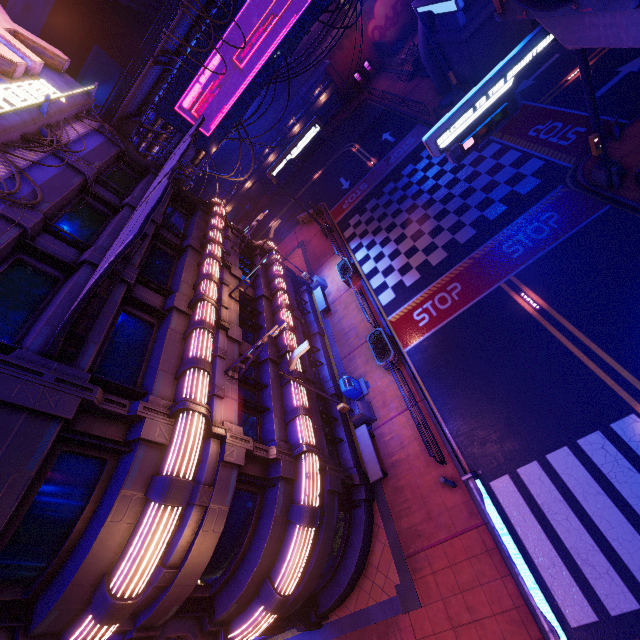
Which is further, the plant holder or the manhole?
the manhole

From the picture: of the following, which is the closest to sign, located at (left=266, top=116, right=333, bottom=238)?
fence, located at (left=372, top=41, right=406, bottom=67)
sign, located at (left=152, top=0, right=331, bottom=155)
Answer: sign, located at (left=152, top=0, right=331, bottom=155)

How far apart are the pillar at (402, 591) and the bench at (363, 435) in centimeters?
327cm

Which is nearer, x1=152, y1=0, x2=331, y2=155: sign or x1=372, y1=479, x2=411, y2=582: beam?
x1=372, y1=479, x2=411, y2=582: beam

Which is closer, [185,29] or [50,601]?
[50,601]

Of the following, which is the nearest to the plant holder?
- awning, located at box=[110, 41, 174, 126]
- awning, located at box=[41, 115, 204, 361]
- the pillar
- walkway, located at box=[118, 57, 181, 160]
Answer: the pillar

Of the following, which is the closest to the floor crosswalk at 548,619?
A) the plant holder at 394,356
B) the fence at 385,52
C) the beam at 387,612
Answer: the beam at 387,612

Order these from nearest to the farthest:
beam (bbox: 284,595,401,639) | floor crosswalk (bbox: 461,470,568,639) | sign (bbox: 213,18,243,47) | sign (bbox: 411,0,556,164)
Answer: floor crosswalk (bbox: 461,470,568,639)
sign (bbox: 411,0,556,164)
beam (bbox: 284,595,401,639)
sign (bbox: 213,18,243,47)
